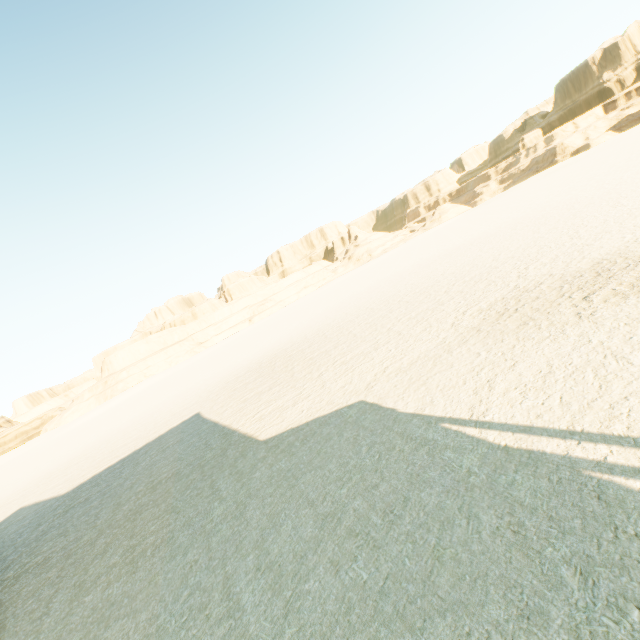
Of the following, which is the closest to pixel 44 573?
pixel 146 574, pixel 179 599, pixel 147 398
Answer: pixel 146 574
